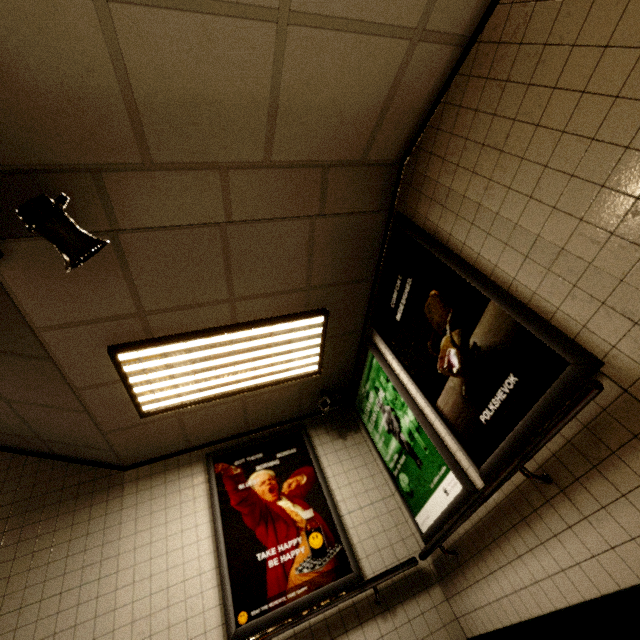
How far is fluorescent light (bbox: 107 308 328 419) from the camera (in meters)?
2.88

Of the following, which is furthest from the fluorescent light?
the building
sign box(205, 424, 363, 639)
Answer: sign box(205, 424, 363, 639)

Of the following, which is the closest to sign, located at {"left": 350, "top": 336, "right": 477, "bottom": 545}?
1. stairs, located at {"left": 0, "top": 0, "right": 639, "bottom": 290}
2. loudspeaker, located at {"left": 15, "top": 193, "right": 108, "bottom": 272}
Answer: stairs, located at {"left": 0, "top": 0, "right": 639, "bottom": 290}

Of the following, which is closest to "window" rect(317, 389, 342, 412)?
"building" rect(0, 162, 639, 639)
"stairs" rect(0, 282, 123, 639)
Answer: "building" rect(0, 162, 639, 639)

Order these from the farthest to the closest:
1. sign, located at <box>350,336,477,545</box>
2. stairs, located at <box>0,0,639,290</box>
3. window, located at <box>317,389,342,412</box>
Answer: window, located at <box>317,389,342,412</box> → sign, located at <box>350,336,477,545</box> → stairs, located at <box>0,0,639,290</box>

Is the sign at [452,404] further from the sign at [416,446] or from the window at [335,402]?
the window at [335,402]

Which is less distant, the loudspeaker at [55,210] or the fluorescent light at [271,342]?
the loudspeaker at [55,210]

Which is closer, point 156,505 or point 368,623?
point 368,623
